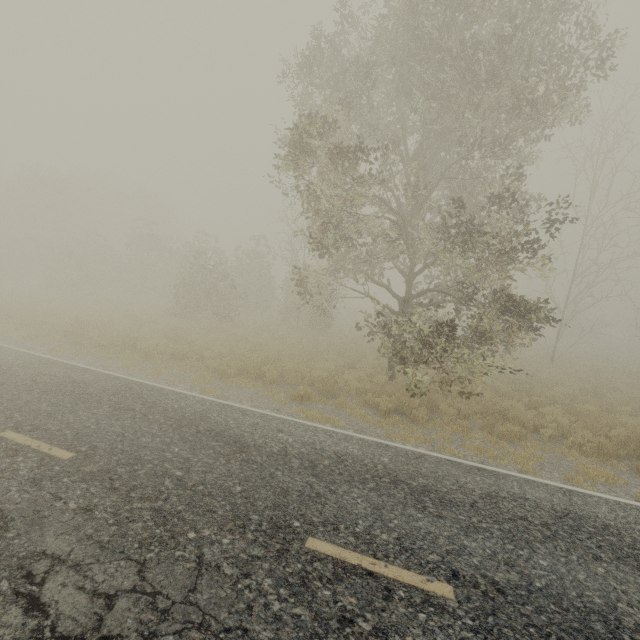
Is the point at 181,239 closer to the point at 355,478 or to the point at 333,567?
the point at 355,478
